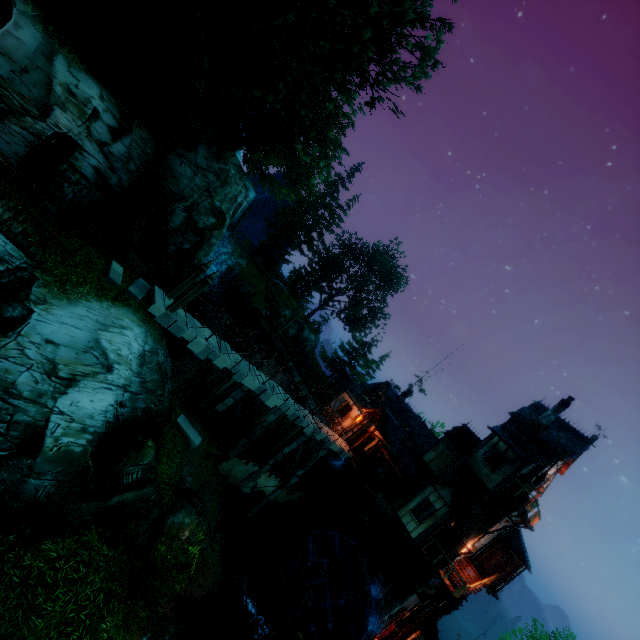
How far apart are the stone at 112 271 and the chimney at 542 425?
25.5m

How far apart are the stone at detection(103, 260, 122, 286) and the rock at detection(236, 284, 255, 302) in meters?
27.3

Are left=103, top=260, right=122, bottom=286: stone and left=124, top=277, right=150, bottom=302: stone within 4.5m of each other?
yes

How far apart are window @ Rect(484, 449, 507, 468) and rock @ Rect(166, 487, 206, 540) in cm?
1658

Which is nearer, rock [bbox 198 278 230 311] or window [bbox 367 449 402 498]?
window [bbox 367 449 402 498]

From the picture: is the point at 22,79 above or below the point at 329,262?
below

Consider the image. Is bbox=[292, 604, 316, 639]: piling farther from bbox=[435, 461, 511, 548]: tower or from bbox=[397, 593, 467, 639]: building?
bbox=[397, 593, 467, 639]: building

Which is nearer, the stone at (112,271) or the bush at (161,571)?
the bush at (161,571)
